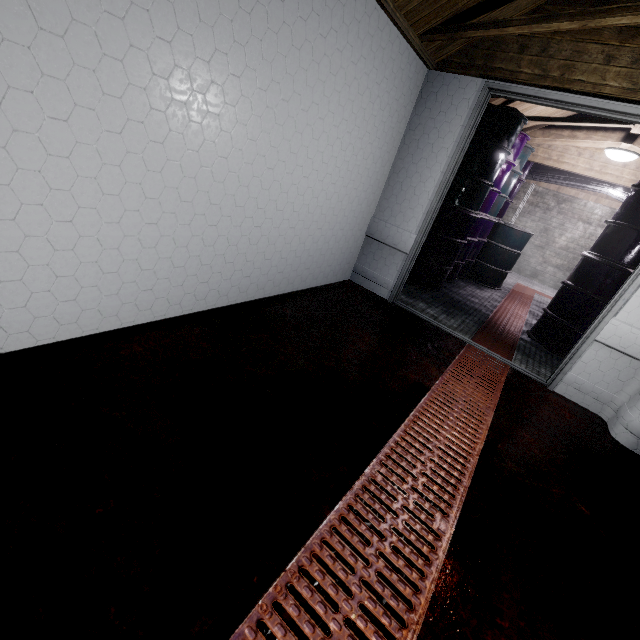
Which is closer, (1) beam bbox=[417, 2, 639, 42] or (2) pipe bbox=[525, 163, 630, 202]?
(1) beam bbox=[417, 2, 639, 42]

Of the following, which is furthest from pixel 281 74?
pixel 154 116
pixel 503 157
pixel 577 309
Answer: pixel 577 309

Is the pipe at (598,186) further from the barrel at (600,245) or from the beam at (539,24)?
the beam at (539,24)

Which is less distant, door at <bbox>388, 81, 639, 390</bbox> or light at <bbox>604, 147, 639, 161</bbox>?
door at <bbox>388, 81, 639, 390</bbox>

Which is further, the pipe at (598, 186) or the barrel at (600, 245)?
the pipe at (598, 186)

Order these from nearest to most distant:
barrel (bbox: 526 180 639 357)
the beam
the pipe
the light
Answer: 1. the beam
2. barrel (bbox: 526 180 639 357)
3. the light
4. the pipe

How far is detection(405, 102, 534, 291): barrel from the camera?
3.44m

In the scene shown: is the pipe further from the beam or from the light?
the beam
